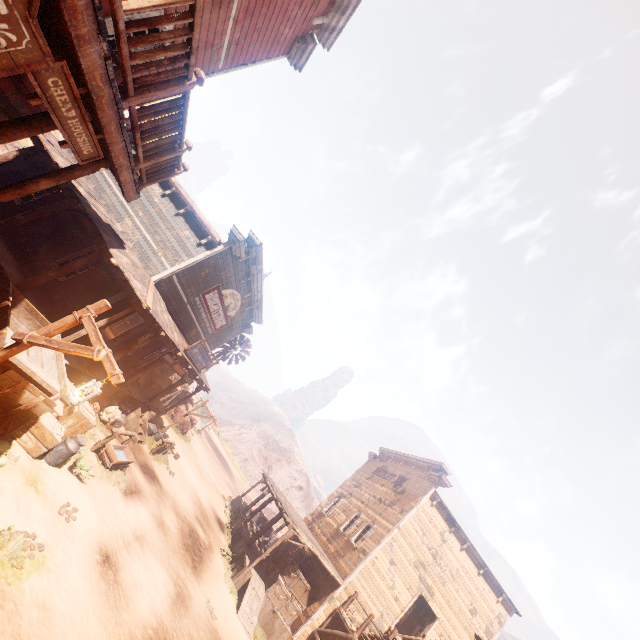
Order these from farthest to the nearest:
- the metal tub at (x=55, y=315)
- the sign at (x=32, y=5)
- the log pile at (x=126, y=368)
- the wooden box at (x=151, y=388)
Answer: the wooden box at (x=151, y=388) → the log pile at (x=126, y=368) → the metal tub at (x=55, y=315) → the sign at (x=32, y=5)

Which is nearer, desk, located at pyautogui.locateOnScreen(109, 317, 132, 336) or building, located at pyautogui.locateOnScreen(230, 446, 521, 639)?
A: building, located at pyautogui.locateOnScreen(230, 446, 521, 639)

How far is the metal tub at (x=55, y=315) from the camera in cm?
1050

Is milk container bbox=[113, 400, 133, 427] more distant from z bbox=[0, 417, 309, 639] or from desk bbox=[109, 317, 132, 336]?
desk bbox=[109, 317, 132, 336]

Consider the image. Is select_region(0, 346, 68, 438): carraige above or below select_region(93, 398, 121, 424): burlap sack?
above

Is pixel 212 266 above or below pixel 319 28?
below

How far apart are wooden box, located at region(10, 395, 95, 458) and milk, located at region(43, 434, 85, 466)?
0.08m

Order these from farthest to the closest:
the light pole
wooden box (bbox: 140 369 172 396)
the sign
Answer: wooden box (bbox: 140 369 172 396), the light pole, the sign
